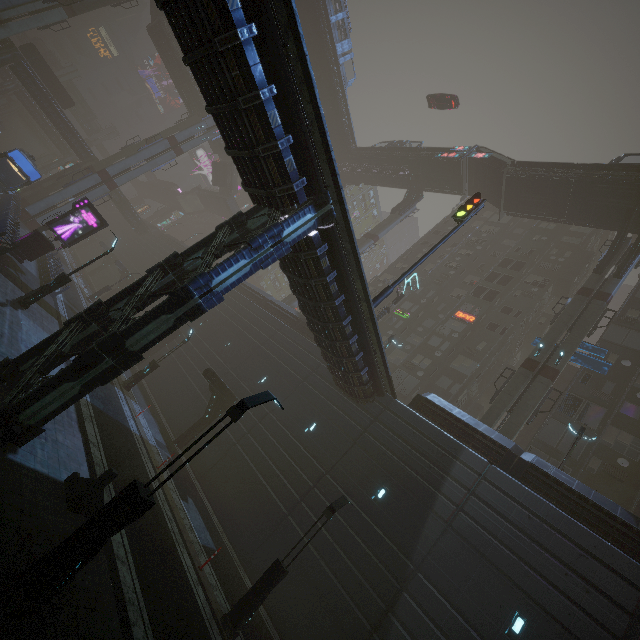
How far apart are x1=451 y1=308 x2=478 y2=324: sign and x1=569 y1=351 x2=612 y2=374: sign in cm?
1041

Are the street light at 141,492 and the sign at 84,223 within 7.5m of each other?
no

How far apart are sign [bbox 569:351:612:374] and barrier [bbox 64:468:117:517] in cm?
2820

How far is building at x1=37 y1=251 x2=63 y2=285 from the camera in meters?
22.6

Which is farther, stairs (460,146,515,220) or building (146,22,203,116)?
building (146,22,203,116)

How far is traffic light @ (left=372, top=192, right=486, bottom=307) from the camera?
16.0 meters

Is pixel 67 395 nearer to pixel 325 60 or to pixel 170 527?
pixel 170 527

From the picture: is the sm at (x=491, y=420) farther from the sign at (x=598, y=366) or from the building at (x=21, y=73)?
the building at (x=21, y=73)
